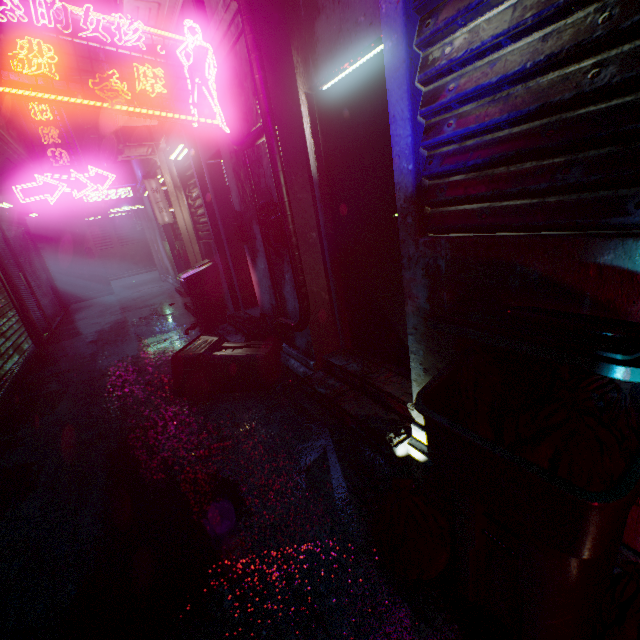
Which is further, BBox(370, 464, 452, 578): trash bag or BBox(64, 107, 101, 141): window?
BBox(64, 107, 101, 141): window

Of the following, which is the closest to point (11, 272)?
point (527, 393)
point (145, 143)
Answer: point (145, 143)

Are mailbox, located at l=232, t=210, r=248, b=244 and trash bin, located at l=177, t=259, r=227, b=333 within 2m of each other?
yes

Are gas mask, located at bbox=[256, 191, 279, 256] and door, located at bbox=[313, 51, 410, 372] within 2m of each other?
yes

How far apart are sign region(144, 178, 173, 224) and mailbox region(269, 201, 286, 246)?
4.6 meters

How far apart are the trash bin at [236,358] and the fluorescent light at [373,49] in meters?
2.2

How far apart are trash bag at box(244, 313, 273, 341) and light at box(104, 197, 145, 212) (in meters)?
7.87

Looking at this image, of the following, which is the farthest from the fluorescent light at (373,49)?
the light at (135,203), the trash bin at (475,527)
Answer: the light at (135,203)
